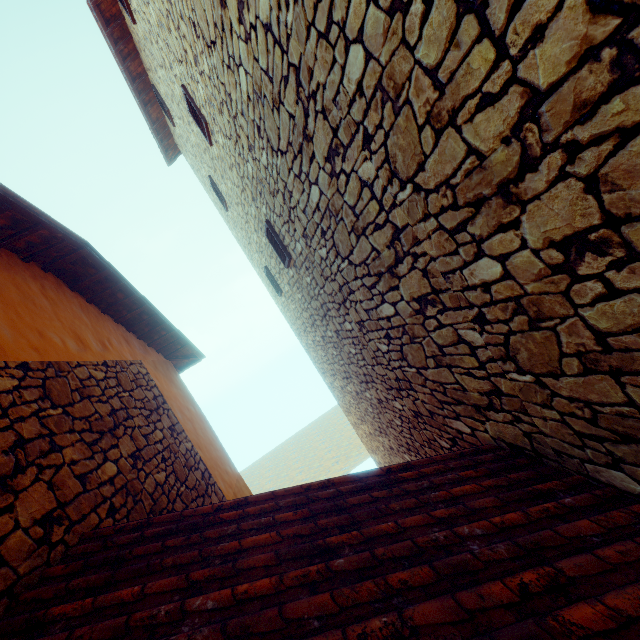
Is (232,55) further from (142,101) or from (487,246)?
(142,101)

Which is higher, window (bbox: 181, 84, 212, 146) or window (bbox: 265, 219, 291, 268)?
window (bbox: 181, 84, 212, 146)

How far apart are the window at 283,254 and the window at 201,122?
1.78m

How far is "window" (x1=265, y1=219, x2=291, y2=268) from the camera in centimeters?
493cm

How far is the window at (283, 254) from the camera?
4.93m

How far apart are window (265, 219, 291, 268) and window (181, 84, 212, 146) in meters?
1.8 m

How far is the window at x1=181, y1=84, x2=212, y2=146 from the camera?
4.96m
